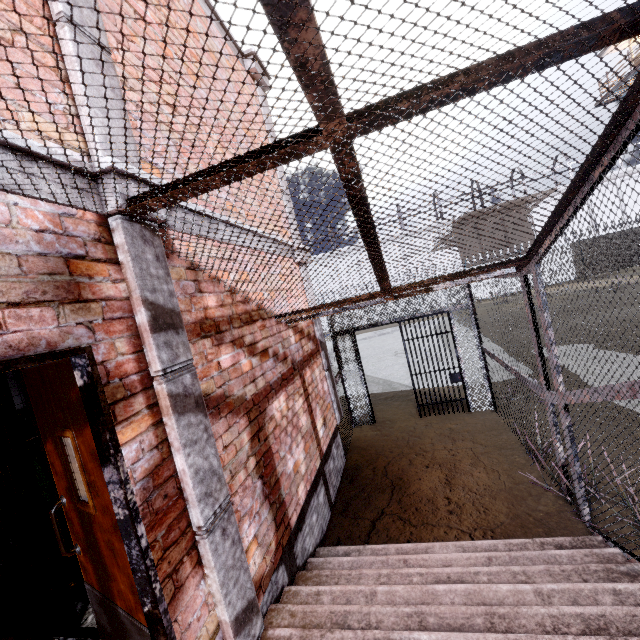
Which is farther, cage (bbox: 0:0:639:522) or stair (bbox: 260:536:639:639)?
stair (bbox: 260:536:639:639)

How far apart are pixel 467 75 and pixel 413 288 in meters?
2.4 m

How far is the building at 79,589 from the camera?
2.7 meters

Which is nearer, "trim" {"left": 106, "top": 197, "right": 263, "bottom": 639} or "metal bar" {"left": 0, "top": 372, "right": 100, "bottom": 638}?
"trim" {"left": 106, "top": 197, "right": 263, "bottom": 639}

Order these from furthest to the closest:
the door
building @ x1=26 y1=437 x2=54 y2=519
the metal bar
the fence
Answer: the fence, building @ x1=26 y1=437 x2=54 y2=519, the metal bar, the door

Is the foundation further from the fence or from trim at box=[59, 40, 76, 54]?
the fence

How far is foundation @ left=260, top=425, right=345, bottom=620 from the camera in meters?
2.9

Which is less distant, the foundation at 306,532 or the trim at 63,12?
the trim at 63,12
